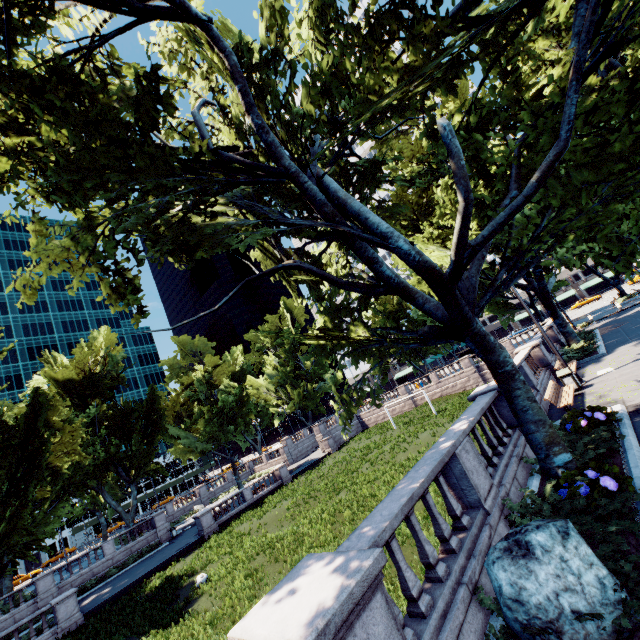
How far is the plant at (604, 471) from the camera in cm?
593

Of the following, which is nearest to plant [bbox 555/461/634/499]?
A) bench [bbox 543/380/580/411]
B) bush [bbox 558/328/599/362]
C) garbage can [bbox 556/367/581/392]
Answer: bench [bbox 543/380/580/411]

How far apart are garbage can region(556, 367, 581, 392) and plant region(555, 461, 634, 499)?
8.9m

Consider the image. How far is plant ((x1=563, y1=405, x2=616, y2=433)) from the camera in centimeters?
898cm

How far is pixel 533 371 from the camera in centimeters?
1686cm

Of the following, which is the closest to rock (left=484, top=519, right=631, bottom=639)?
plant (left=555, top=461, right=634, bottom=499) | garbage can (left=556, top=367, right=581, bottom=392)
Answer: plant (left=555, top=461, right=634, bottom=499)

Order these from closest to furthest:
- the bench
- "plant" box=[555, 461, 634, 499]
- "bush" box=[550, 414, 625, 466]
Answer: "plant" box=[555, 461, 634, 499] → "bush" box=[550, 414, 625, 466] → the bench

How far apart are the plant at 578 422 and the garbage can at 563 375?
4.9 meters
